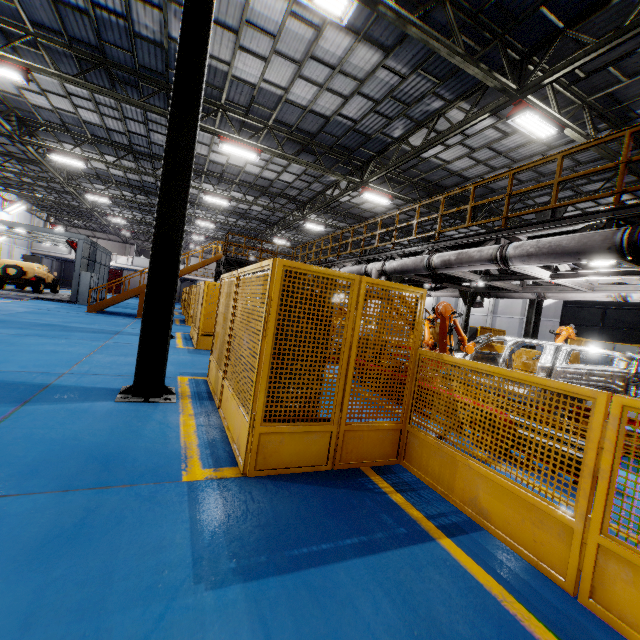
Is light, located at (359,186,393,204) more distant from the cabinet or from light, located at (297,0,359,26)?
the cabinet

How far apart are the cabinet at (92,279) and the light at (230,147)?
14.4 meters

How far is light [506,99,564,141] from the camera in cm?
833

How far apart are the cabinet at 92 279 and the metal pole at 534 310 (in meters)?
25.39

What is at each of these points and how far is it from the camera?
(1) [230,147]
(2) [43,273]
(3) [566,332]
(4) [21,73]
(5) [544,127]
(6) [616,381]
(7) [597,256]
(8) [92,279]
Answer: (1) light, 12.59m
(2) car, 23.28m
(3) robot arm, 9.34m
(4) light, 9.80m
(5) light, 8.77m
(6) chassis, 5.85m
(7) vent pipe, 5.04m
(8) cabinet, 21.52m

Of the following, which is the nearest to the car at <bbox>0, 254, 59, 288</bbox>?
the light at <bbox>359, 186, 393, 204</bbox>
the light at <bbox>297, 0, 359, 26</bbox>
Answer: the light at <bbox>359, 186, 393, 204</bbox>

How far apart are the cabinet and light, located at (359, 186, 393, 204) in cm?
1819

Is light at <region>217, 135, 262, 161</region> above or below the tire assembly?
above
